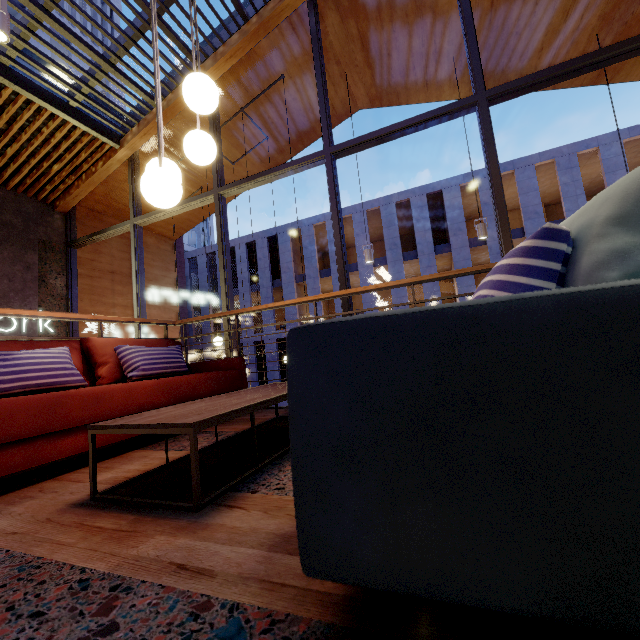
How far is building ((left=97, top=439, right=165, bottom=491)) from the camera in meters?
1.6 m

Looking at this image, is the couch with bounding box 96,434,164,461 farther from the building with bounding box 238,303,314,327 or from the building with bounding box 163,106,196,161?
the building with bounding box 238,303,314,327

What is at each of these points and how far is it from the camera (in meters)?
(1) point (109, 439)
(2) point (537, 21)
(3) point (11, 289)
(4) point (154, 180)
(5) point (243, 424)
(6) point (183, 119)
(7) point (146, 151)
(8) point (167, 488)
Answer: (1) couch, 2.03
(2) building, 4.95
(3) building, 5.86
(4) lamp, 1.56
(5) building, 2.75
(6) building, 6.23
(7) building, 6.57
(8) building, 1.43

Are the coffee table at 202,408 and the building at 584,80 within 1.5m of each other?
no

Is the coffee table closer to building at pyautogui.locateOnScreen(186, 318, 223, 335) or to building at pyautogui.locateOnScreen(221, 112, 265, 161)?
building at pyautogui.locateOnScreen(221, 112, 265, 161)

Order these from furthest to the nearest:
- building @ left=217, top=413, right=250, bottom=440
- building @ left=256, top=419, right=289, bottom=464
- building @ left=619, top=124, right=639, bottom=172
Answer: building @ left=619, top=124, right=639, bottom=172
building @ left=217, top=413, right=250, bottom=440
building @ left=256, top=419, right=289, bottom=464

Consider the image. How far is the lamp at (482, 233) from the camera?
5.4m

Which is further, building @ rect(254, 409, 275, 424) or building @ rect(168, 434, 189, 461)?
building @ rect(254, 409, 275, 424)
